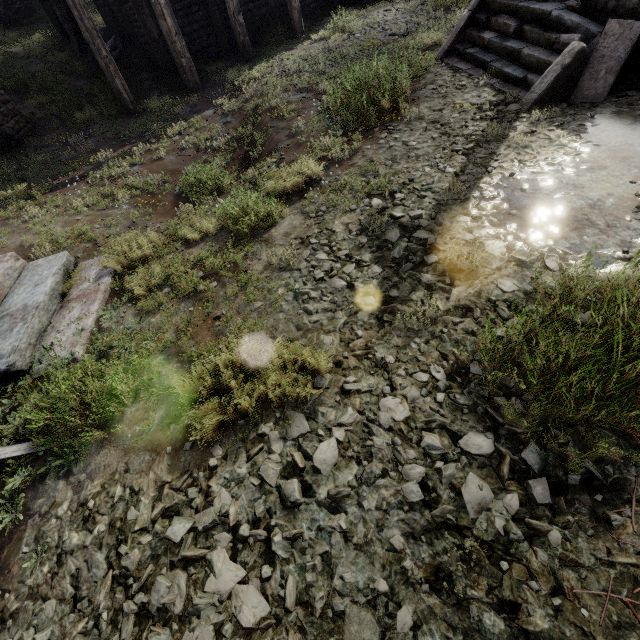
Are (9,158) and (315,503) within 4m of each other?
no

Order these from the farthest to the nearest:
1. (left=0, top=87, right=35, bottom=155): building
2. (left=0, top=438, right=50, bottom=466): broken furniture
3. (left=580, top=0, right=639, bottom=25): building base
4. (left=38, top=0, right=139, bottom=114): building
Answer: (left=0, top=87, right=35, bottom=155): building, (left=38, top=0, right=139, bottom=114): building, (left=580, top=0, right=639, bottom=25): building base, (left=0, top=438, right=50, bottom=466): broken furniture

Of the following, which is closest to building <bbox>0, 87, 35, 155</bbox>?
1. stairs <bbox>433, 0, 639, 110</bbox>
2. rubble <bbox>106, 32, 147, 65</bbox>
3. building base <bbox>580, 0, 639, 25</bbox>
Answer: rubble <bbox>106, 32, 147, 65</bbox>

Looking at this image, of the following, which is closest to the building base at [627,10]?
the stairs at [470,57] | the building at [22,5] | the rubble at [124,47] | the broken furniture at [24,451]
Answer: the stairs at [470,57]

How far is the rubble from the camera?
13.7m

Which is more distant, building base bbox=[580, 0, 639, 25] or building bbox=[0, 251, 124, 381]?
building base bbox=[580, 0, 639, 25]
